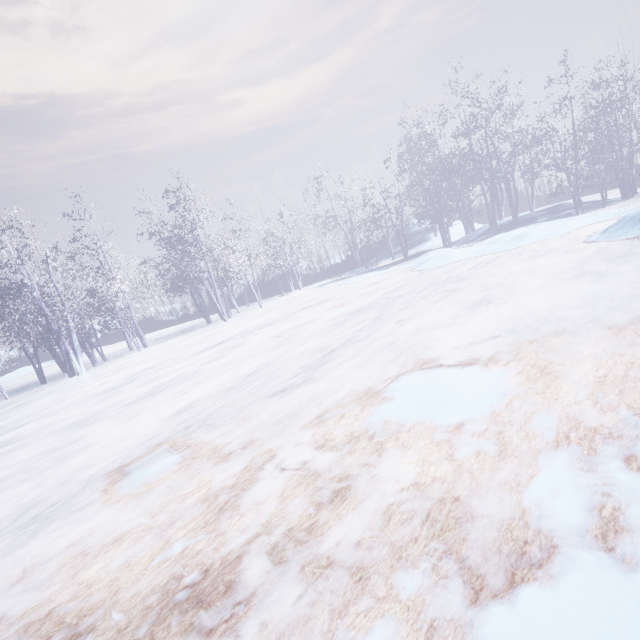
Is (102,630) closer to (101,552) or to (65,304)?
(101,552)
